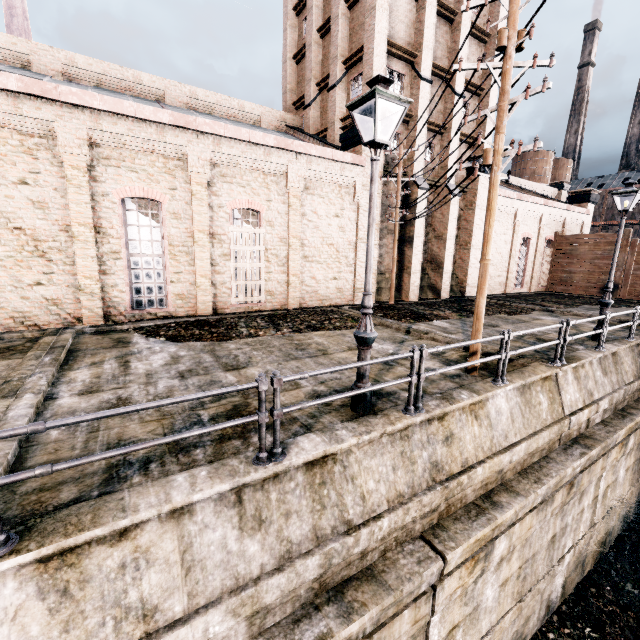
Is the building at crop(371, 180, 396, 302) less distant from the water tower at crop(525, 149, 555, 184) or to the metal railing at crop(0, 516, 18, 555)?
the water tower at crop(525, 149, 555, 184)

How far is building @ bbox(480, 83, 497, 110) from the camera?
22.5m

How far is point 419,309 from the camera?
18.05m

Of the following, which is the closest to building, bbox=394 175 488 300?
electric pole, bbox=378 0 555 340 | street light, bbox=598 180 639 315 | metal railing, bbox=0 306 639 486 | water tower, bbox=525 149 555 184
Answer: electric pole, bbox=378 0 555 340

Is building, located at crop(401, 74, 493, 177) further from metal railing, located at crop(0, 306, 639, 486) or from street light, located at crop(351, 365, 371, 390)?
metal railing, located at crop(0, 306, 639, 486)

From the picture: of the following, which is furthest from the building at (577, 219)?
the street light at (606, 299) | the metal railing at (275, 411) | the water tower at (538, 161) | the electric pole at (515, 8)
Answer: the metal railing at (275, 411)

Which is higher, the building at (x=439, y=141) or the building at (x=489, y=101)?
the building at (x=489, y=101)

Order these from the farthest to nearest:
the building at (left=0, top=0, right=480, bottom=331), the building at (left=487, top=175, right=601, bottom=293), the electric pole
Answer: the building at (left=487, top=175, right=601, bottom=293) → the building at (left=0, top=0, right=480, bottom=331) → the electric pole
